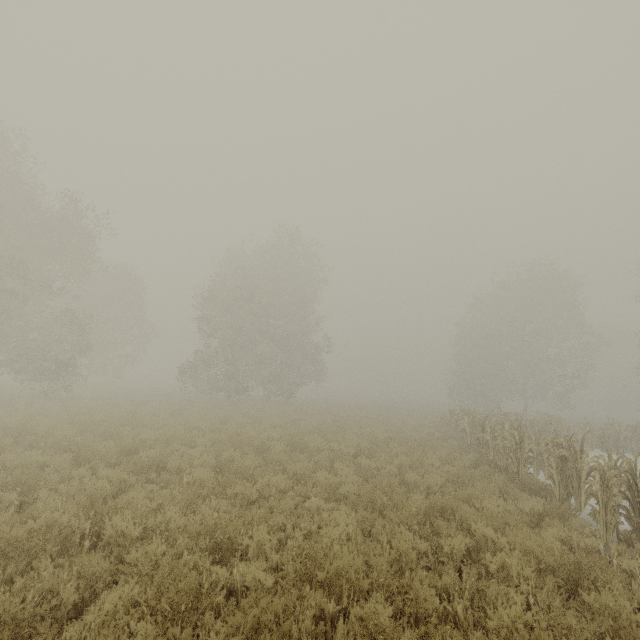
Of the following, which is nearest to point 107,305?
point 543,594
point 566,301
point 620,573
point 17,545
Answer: point 17,545
